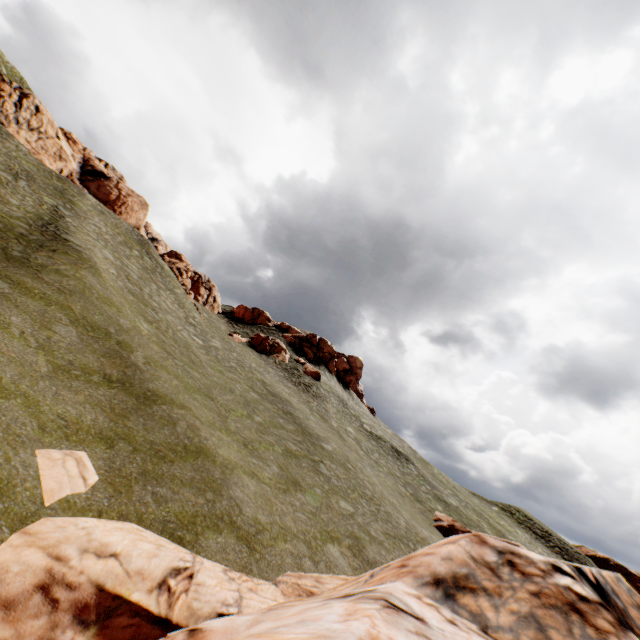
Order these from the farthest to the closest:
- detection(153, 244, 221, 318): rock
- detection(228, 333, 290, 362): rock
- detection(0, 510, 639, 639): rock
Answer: detection(228, 333, 290, 362): rock, detection(153, 244, 221, 318): rock, detection(0, 510, 639, 639): rock

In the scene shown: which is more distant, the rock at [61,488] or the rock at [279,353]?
the rock at [279,353]

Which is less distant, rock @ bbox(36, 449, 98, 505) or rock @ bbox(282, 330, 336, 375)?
rock @ bbox(36, 449, 98, 505)

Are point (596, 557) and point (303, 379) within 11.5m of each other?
no

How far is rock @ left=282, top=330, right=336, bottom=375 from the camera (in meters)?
54.81

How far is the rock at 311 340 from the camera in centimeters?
5481cm

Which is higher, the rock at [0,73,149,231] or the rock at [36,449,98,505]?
the rock at [0,73,149,231]
